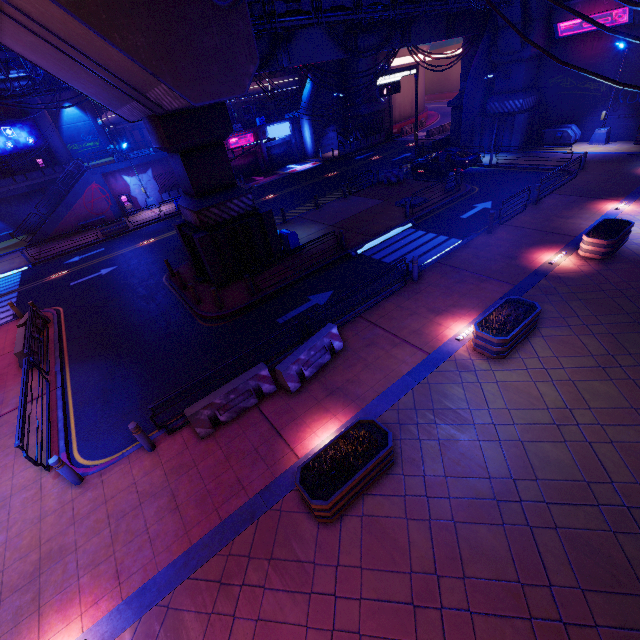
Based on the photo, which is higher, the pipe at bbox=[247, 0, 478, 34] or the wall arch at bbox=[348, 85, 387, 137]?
the pipe at bbox=[247, 0, 478, 34]

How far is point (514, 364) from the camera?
9.0m

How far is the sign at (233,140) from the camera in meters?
35.9 m

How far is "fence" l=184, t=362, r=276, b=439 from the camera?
8.65m

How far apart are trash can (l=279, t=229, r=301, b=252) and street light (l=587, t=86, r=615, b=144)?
24.0m

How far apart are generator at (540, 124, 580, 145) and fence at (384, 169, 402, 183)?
11.9m

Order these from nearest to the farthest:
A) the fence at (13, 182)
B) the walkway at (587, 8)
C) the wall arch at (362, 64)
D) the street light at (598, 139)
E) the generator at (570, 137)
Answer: the walkway at (587, 8)
the street light at (598, 139)
the generator at (570, 137)
the fence at (13, 182)
the wall arch at (362, 64)

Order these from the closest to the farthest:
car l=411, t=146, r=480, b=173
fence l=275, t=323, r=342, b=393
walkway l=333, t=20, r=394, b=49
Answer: fence l=275, t=323, r=342, b=393 → walkway l=333, t=20, r=394, b=49 → car l=411, t=146, r=480, b=173
